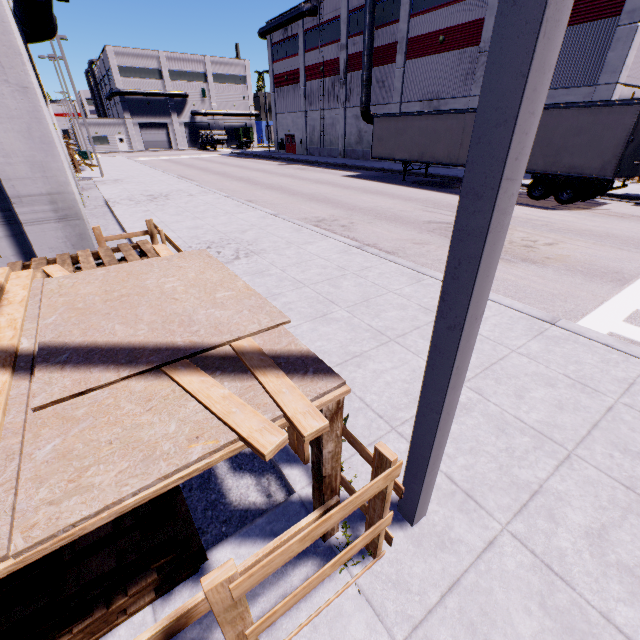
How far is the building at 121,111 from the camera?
55.47m

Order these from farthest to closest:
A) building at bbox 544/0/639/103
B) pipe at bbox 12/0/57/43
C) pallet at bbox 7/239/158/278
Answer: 1. building at bbox 544/0/639/103
2. pipe at bbox 12/0/57/43
3. pallet at bbox 7/239/158/278

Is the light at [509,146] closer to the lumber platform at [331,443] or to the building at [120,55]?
the lumber platform at [331,443]

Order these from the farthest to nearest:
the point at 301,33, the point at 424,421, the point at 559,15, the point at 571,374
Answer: →
1. the point at 301,33
2. the point at 571,374
3. the point at 424,421
4. the point at 559,15

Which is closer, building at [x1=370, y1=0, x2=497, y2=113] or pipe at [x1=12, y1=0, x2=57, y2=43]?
Result: pipe at [x1=12, y1=0, x2=57, y2=43]

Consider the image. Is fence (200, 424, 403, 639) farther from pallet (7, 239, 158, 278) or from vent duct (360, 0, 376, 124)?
vent duct (360, 0, 376, 124)

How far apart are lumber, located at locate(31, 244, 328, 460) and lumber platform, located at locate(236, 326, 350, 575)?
0.0 meters
